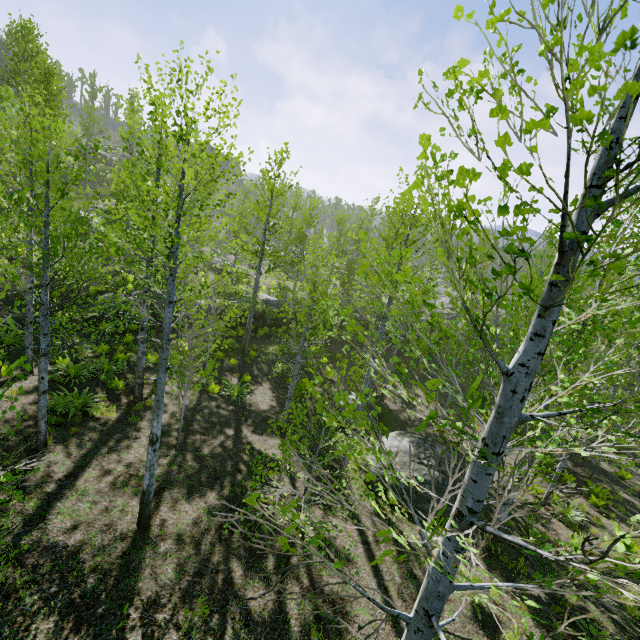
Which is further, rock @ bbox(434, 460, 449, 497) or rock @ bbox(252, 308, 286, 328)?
rock @ bbox(252, 308, 286, 328)

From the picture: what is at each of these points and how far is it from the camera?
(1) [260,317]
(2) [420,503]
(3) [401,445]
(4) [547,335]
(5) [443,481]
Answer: (1) rock, 25.7 meters
(2) rock, 10.4 meters
(3) rock, 12.2 meters
(4) instancedfoliageactor, 1.7 meters
(5) rock, 11.1 meters

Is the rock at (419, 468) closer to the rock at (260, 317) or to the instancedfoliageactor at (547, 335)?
the instancedfoliageactor at (547, 335)

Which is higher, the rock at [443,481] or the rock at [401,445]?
the rock at [401,445]

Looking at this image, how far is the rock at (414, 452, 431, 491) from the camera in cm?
1070

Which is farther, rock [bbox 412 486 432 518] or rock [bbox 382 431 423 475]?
rock [bbox 382 431 423 475]

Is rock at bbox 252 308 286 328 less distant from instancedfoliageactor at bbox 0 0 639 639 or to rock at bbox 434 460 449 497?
instancedfoliageactor at bbox 0 0 639 639
